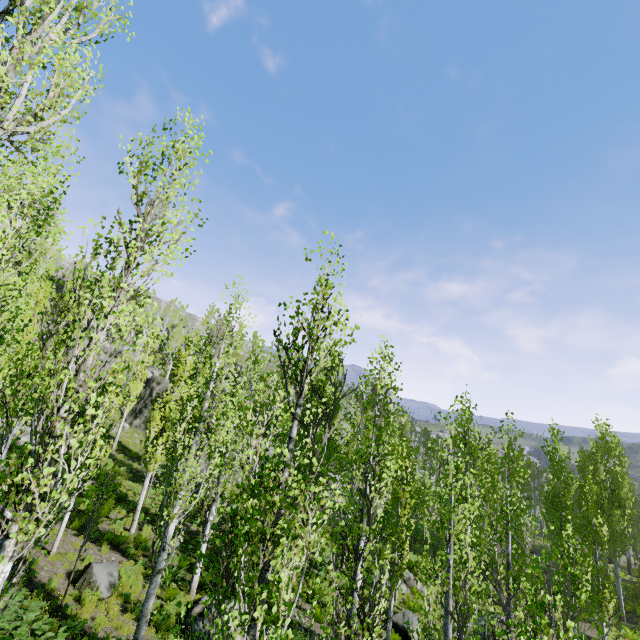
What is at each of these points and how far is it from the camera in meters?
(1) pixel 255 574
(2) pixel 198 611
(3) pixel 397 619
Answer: (1) instancedfoliageactor, 3.7
(2) rock, 10.8
(3) rock, 15.1

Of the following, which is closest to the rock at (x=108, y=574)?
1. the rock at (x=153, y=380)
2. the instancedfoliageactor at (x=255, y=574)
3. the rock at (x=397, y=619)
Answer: the instancedfoliageactor at (x=255, y=574)

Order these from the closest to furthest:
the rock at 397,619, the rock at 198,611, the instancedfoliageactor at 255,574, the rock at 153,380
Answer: the instancedfoliageactor at 255,574 → the rock at 198,611 → the rock at 397,619 → the rock at 153,380

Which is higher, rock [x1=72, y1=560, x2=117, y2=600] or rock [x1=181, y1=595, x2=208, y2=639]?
rock [x1=72, y1=560, x2=117, y2=600]

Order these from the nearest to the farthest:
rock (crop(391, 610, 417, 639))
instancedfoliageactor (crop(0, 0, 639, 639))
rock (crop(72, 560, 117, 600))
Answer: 1. instancedfoliageactor (crop(0, 0, 639, 639))
2. rock (crop(72, 560, 117, 600))
3. rock (crop(391, 610, 417, 639))

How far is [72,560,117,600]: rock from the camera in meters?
10.8

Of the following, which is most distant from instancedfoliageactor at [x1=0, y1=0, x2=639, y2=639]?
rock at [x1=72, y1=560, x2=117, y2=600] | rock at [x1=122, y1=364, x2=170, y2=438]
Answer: rock at [x1=72, y1=560, x2=117, y2=600]

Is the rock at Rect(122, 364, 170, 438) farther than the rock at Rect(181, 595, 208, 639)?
Yes
